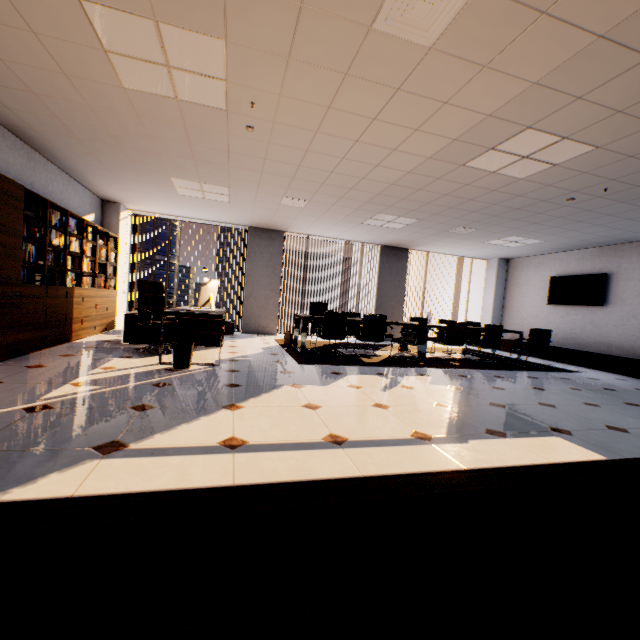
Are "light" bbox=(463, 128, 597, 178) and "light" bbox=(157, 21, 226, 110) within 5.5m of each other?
yes

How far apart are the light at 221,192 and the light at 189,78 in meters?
2.5 m

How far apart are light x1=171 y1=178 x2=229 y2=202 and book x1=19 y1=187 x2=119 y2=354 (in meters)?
1.69

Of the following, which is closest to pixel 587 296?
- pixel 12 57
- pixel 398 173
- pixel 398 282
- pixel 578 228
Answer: pixel 578 228

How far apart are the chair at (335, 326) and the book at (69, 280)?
5.1m

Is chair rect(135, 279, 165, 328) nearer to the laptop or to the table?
the table

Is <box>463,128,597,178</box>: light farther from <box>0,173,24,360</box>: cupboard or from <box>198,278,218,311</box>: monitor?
<box>0,173,24,360</box>: cupboard

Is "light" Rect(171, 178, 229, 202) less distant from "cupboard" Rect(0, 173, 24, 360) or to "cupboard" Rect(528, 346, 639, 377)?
"cupboard" Rect(0, 173, 24, 360)
